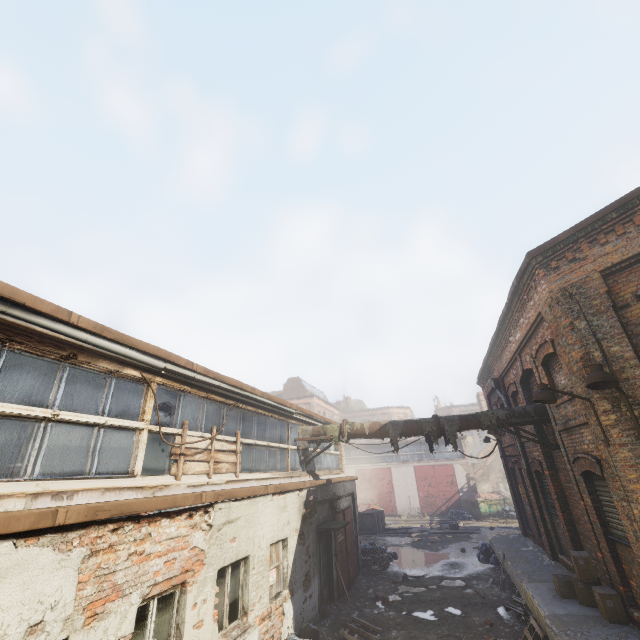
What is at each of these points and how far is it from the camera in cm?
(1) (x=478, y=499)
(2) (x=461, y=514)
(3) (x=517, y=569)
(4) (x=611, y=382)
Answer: (1) trash container, 2727
(2) trash bag, 2675
(3) building, 1059
(4) light, 539

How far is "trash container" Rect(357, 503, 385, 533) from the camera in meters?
22.9

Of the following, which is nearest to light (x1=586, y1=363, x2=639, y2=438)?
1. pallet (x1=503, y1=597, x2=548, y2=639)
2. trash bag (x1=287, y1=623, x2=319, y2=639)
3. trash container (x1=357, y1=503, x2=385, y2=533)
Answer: pallet (x1=503, y1=597, x2=548, y2=639)

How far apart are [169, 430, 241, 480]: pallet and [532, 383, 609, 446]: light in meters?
6.7 m

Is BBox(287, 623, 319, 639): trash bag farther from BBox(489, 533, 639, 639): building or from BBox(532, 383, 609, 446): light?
BBox(532, 383, 609, 446): light

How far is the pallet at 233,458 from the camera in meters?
6.1

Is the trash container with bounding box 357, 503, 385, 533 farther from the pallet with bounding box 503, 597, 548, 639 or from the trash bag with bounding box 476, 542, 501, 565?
the pallet with bounding box 503, 597, 548, 639

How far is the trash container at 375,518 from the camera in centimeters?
2289cm
